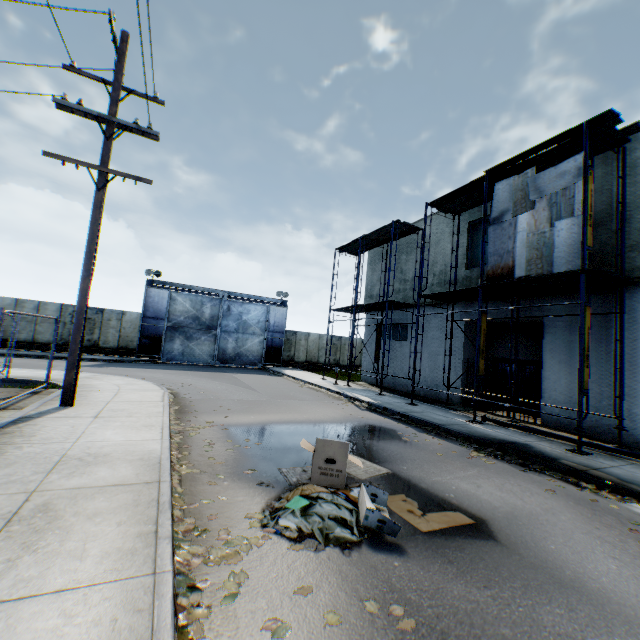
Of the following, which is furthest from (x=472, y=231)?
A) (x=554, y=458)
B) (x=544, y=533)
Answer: (x=544, y=533)

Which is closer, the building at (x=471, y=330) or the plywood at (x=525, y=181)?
the plywood at (x=525, y=181)

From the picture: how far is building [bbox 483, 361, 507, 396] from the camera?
13.61m

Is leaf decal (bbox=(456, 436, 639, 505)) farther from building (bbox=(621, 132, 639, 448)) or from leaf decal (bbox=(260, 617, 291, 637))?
leaf decal (bbox=(260, 617, 291, 637))

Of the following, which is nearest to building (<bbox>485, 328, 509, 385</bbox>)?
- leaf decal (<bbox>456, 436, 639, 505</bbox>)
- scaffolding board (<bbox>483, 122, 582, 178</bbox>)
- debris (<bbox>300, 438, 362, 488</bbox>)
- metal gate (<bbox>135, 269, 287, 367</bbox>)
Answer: scaffolding board (<bbox>483, 122, 582, 178</bbox>)

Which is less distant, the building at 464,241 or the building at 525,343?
the building at 525,343

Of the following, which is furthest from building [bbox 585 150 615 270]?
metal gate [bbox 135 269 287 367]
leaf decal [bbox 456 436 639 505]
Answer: metal gate [bbox 135 269 287 367]
